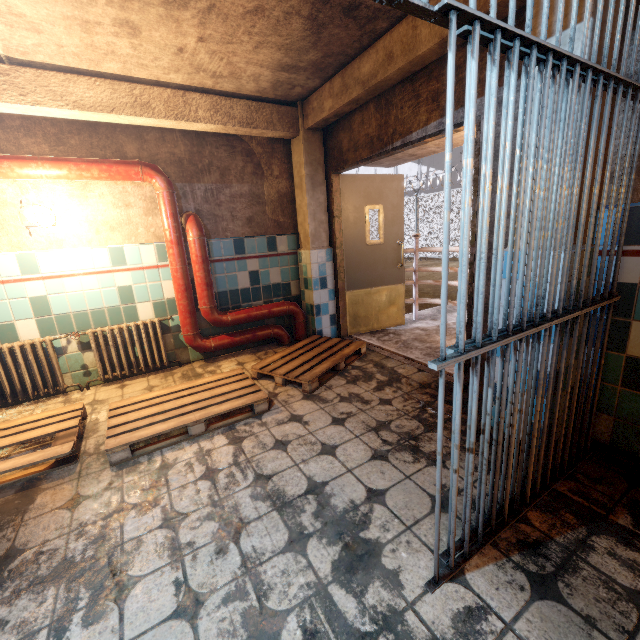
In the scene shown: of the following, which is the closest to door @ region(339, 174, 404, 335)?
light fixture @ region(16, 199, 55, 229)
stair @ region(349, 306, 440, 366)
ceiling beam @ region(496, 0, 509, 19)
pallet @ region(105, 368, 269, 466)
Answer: stair @ region(349, 306, 440, 366)

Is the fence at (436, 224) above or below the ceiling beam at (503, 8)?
below

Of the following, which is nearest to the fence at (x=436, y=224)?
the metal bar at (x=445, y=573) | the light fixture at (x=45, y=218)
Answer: the metal bar at (x=445, y=573)

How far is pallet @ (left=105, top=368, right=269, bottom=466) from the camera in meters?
2.3 m

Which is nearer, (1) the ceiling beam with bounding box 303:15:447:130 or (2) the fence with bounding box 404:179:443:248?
(1) the ceiling beam with bounding box 303:15:447:130

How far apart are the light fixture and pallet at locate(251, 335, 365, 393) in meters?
2.3

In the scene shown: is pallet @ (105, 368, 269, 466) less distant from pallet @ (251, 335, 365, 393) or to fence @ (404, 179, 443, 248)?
pallet @ (251, 335, 365, 393)

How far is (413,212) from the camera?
14.94m
